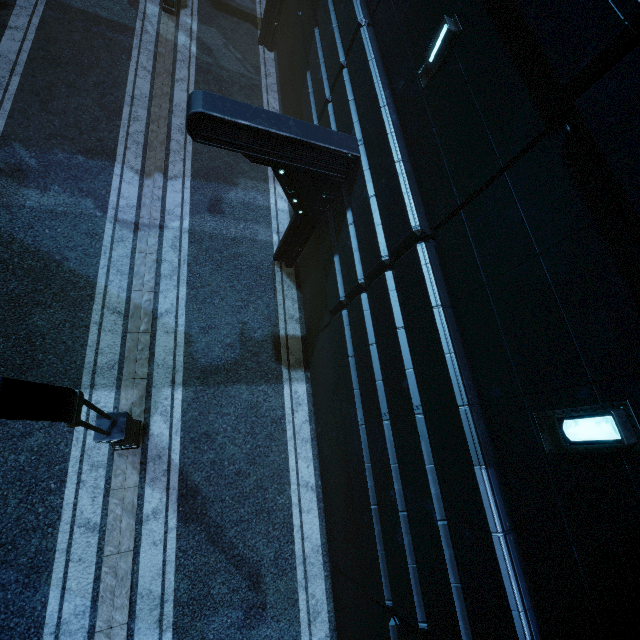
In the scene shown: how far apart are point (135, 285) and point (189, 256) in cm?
180
